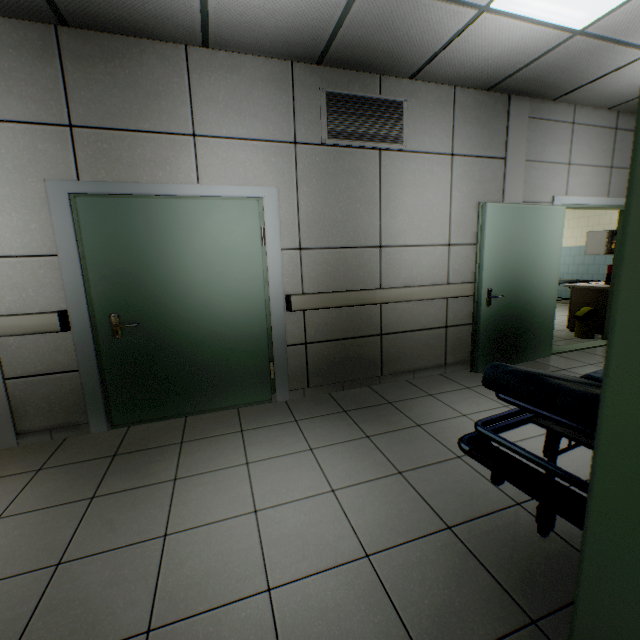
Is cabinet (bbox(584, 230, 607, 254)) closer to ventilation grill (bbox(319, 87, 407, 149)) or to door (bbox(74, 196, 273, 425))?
ventilation grill (bbox(319, 87, 407, 149))

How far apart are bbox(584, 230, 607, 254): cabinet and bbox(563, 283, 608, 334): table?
2.4m

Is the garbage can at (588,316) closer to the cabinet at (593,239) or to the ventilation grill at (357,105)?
the cabinet at (593,239)

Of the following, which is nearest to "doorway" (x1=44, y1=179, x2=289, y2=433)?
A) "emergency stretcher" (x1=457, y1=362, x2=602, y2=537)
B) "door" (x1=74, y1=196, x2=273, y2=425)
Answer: "door" (x1=74, y1=196, x2=273, y2=425)

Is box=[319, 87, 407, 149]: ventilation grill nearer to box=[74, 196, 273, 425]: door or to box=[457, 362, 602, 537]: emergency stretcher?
box=[74, 196, 273, 425]: door

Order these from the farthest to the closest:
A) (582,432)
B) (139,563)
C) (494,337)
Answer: (494,337) → (139,563) → (582,432)

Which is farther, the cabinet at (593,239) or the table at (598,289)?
the cabinet at (593,239)

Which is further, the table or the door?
the table
